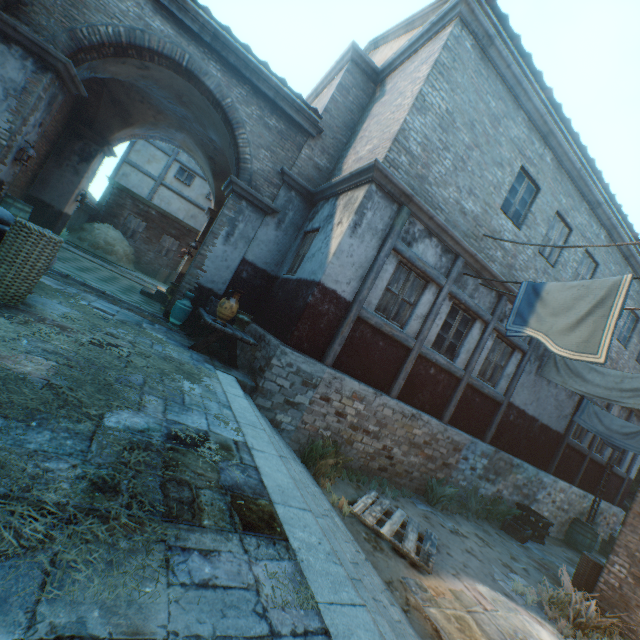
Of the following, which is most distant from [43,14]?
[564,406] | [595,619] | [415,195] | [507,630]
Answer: [564,406]

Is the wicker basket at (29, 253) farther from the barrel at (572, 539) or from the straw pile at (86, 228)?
the barrel at (572, 539)

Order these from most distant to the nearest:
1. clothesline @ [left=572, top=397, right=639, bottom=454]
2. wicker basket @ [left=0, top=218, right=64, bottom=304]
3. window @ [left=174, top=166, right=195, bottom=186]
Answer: window @ [left=174, top=166, right=195, bottom=186] < clothesline @ [left=572, top=397, right=639, bottom=454] < wicker basket @ [left=0, top=218, right=64, bottom=304]

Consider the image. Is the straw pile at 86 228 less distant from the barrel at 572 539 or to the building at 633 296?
the building at 633 296

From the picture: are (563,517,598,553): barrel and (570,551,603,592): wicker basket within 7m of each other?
yes

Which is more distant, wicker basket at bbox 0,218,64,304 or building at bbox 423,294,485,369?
building at bbox 423,294,485,369

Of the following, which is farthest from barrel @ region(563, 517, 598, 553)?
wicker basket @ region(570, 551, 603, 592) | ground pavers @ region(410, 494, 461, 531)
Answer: wicker basket @ region(570, 551, 603, 592)

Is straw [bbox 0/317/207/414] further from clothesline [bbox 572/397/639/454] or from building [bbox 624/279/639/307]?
clothesline [bbox 572/397/639/454]
